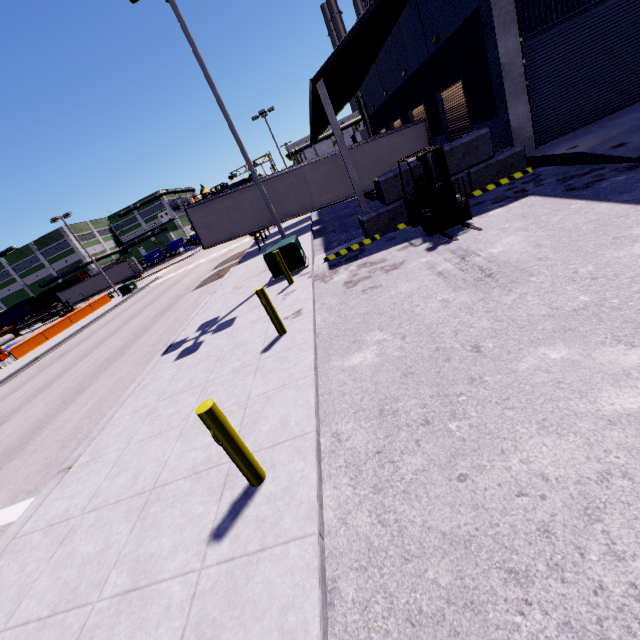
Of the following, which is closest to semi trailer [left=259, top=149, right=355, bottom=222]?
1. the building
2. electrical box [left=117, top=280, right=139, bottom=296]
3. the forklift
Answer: the building

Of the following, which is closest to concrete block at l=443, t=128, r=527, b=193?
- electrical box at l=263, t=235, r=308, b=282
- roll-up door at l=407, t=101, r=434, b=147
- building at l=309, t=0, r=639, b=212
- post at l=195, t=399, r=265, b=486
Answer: building at l=309, t=0, r=639, b=212

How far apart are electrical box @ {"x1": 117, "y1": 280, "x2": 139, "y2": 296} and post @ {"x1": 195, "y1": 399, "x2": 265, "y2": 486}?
36.8 meters

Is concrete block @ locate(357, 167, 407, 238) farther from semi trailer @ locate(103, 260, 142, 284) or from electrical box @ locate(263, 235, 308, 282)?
electrical box @ locate(263, 235, 308, 282)

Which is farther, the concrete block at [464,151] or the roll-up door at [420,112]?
the roll-up door at [420,112]

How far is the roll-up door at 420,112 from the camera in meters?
18.3

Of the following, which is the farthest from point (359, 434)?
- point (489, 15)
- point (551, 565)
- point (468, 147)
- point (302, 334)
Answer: point (489, 15)

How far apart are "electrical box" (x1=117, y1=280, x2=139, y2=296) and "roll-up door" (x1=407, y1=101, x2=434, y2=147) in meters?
31.1
